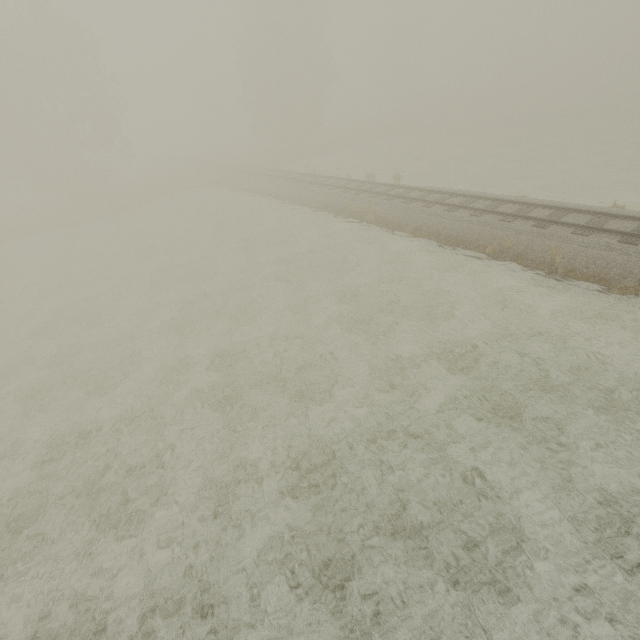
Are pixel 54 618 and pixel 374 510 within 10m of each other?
yes
